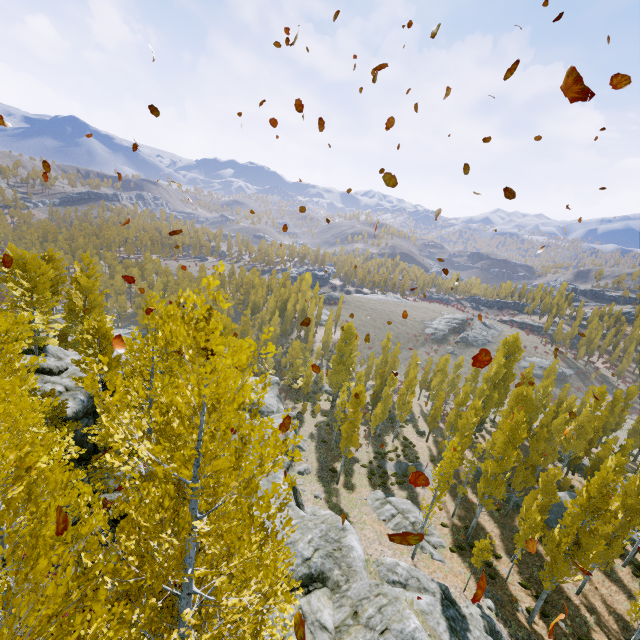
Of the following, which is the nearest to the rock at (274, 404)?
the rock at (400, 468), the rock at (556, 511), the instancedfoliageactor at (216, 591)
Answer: the instancedfoliageactor at (216, 591)

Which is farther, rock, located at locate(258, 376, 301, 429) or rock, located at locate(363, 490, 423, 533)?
rock, located at locate(258, 376, 301, 429)

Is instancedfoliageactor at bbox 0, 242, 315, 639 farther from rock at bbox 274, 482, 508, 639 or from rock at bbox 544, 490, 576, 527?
rock at bbox 544, 490, 576, 527

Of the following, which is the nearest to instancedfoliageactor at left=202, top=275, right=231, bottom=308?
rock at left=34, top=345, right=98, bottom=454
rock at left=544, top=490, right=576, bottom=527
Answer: rock at left=34, top=345, right=98, bottom=454

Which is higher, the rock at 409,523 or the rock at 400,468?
the rock at 409,523

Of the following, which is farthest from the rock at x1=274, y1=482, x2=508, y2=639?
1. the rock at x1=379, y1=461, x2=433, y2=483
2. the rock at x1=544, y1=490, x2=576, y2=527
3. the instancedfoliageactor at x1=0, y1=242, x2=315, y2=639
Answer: the rock at x1=544, y1=490, x2=576, y2=527

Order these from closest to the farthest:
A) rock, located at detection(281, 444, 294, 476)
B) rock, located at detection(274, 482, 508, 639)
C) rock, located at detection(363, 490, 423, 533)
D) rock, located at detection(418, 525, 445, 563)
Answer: rock, located at detection(274, 482, 508, 639) < rock, located at detection(281, 444, 294, 476) < rock, located at detection(418, 525, 445, 563) < rock, located at detection(363, 490, 423, 533)

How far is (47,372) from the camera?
19.7m
